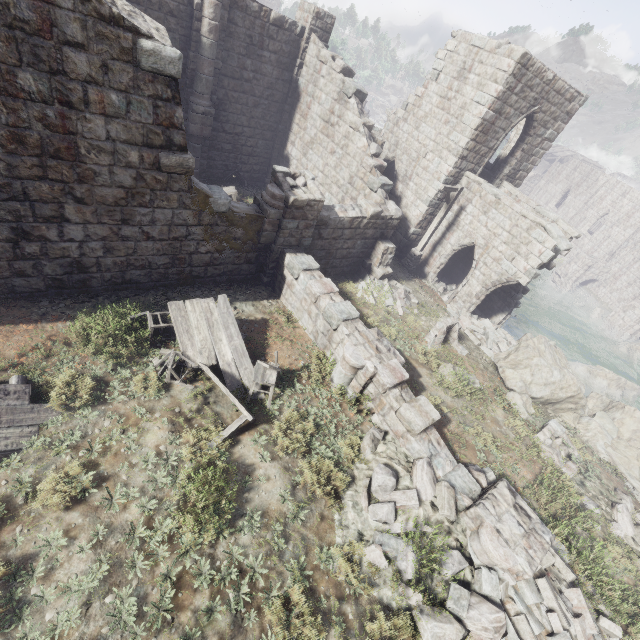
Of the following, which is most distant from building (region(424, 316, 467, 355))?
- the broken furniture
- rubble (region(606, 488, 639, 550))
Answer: the broken furniture

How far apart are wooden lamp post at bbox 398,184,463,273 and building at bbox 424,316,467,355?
5.2 meters

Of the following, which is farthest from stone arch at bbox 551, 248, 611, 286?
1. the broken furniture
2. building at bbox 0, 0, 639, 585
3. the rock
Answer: the broken furniture

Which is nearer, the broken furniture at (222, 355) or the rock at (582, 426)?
the broken furniture at (222, 355)

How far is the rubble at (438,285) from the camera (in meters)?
17.80

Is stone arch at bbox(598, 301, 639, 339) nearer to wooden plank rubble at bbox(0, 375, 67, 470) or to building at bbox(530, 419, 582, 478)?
building at bbox(530, 419, 582, 478)

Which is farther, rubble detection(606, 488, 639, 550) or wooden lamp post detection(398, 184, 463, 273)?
wooden lamp post detection(398, 184, 463, 273)

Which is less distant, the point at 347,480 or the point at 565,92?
the point at 347,480
